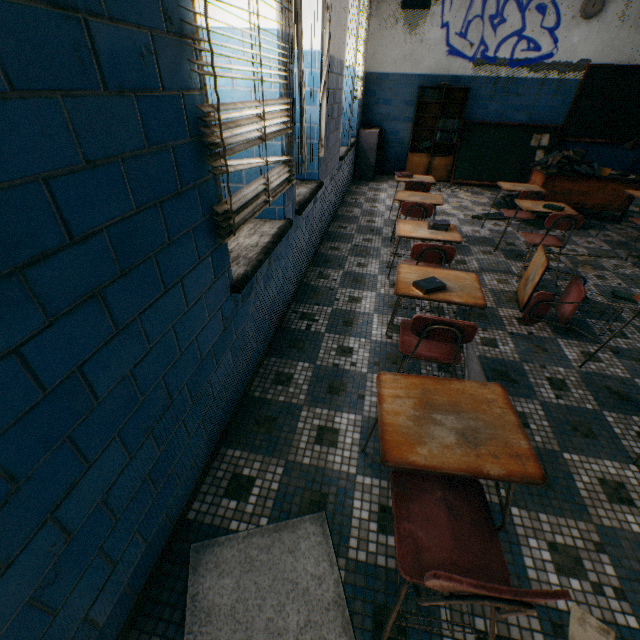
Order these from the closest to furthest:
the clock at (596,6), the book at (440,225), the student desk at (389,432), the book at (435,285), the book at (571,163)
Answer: the student desk at (389,432), the book at (435,285), the book at (440,225), the book at (571,163), the clock at (596,6)

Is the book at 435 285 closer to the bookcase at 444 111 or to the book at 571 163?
the book at 571 163

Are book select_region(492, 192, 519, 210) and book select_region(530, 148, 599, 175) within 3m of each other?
yes

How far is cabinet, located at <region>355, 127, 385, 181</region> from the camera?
6.80m

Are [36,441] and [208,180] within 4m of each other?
yes

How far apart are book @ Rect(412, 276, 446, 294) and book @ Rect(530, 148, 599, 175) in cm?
481

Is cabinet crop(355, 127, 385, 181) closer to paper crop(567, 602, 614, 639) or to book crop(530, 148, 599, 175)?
book crop(530, 148, 599, 175)

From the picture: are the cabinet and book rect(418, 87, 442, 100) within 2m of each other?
yes
